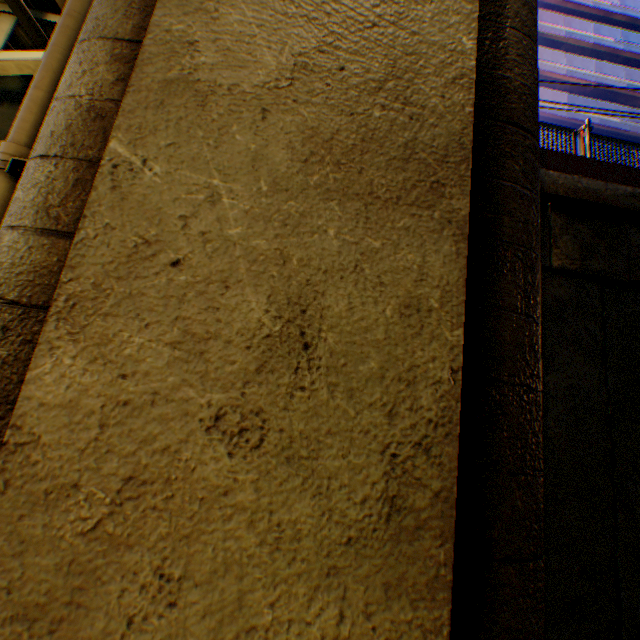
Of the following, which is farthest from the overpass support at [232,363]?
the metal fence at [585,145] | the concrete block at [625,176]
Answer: the concrete block at [625,176]

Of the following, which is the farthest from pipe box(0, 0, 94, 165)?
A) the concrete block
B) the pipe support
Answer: the concrete block

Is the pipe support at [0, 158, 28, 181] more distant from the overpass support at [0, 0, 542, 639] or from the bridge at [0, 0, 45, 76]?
the bridge at [0, 0, 45, 76]

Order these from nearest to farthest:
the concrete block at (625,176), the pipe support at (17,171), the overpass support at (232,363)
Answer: the overpass support at (232,363)
the pipe support at (17,171)
the concrete block at (625,176)

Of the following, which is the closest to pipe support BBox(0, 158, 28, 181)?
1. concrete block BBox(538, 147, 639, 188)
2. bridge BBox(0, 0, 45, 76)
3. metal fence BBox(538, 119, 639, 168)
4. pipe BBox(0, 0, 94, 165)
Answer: pipe BBox(0, 0, 94, 165)

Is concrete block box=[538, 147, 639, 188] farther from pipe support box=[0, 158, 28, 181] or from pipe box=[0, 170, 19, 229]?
pipe support box=[0, 158, 28, 181]

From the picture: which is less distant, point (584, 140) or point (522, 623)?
point (522, 623)

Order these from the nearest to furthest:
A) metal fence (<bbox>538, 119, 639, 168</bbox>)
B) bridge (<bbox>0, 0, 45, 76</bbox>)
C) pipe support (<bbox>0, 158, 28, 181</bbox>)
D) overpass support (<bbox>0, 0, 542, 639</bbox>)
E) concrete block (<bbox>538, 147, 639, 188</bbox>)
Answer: overpass support (<bbox>0, 0, 542, 639</bbox>), pipe support (<bbox>0, 158, 28, 181</bbox>), bridge (<bbox>0, 0, 45, 76</bbox>), concrete block (<bbox>538, 147, 639, 188</bbox>), metal fence (<bbox>538, 119, 639, 168</bbox>)
